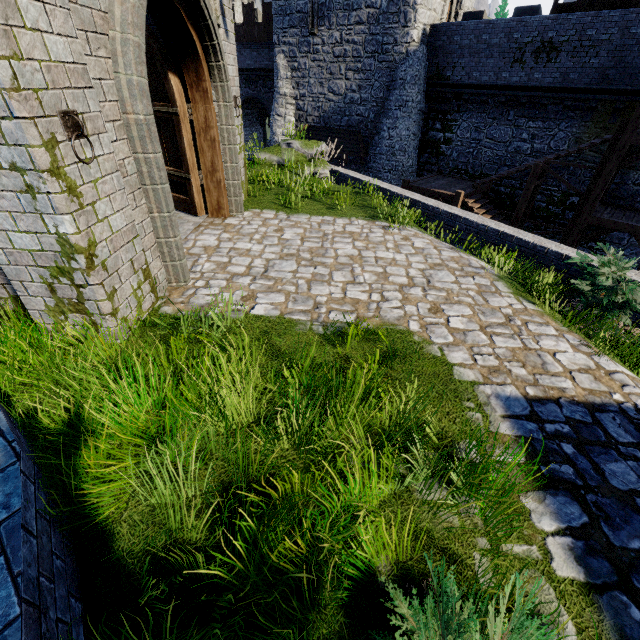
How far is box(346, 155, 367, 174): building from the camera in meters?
21.5 m

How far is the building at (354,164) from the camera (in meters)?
21.53

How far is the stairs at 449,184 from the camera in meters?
13.2 m

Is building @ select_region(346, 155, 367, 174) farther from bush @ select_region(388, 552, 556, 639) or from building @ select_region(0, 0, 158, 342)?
bush @ select_region(388, 552, 556, 639)

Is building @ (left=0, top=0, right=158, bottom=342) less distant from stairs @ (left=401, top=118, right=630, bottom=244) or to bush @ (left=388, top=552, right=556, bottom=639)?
bush @ (left=388, top=552, right=556, bottom=639)

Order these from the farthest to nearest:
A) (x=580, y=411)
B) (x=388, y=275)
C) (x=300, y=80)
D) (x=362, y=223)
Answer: (x=300, y=80)
(x=362, y=223)
(x=388, y=275)
(x=580, y=411)

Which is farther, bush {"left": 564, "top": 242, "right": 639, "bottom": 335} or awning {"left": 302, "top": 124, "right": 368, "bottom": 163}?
awning {"left": 302, "top": 124, "right": 368, "bottom": 163}

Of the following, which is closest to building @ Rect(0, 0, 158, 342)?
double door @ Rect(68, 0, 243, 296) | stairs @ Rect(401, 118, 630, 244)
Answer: double door @ Rect(68, 0, 243, 296)
